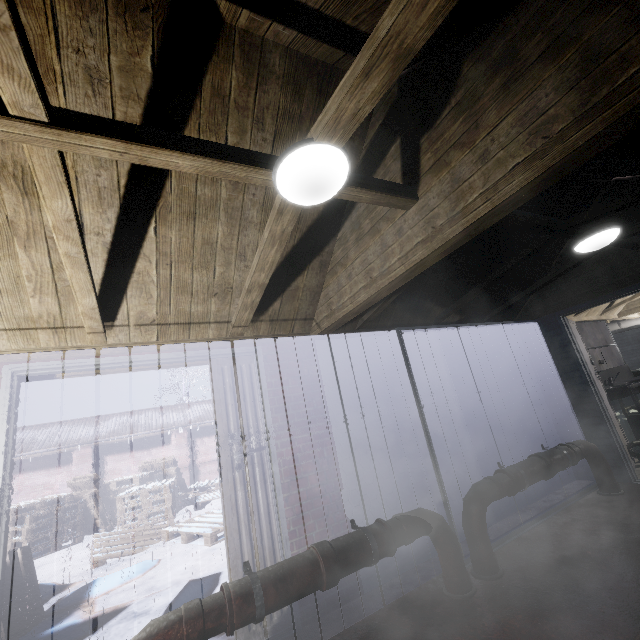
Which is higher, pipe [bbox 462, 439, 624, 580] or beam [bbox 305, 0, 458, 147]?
beam [bbox 305, 0, 458, 147]

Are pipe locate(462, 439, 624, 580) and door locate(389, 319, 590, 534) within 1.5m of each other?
yes

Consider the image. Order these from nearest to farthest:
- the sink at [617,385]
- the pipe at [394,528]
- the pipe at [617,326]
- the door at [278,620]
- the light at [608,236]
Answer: the pipe at [394,528]
the door at [278,620]
the light at [608,236]
the sink at [617,385]
the pipe at [617,326]

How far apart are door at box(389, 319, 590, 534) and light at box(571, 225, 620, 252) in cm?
116

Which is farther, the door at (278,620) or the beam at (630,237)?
the beam at (630,237)

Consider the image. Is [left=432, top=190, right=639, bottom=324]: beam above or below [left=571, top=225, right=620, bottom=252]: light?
above

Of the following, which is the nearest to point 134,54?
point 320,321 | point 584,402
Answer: point 320,321

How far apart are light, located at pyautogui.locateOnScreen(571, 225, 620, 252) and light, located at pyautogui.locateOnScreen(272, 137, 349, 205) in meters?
2.4
